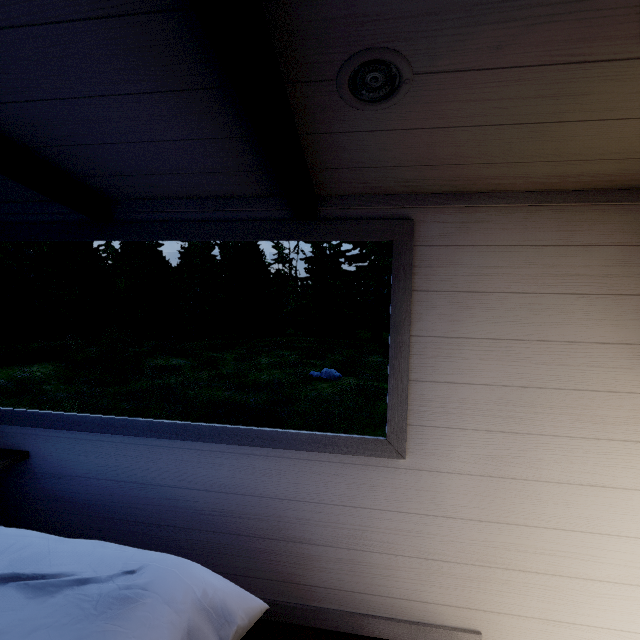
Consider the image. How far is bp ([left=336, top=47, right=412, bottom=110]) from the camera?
0.8m

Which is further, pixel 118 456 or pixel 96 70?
pixel 118 456

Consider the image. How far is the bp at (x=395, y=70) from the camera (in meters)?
0.83
